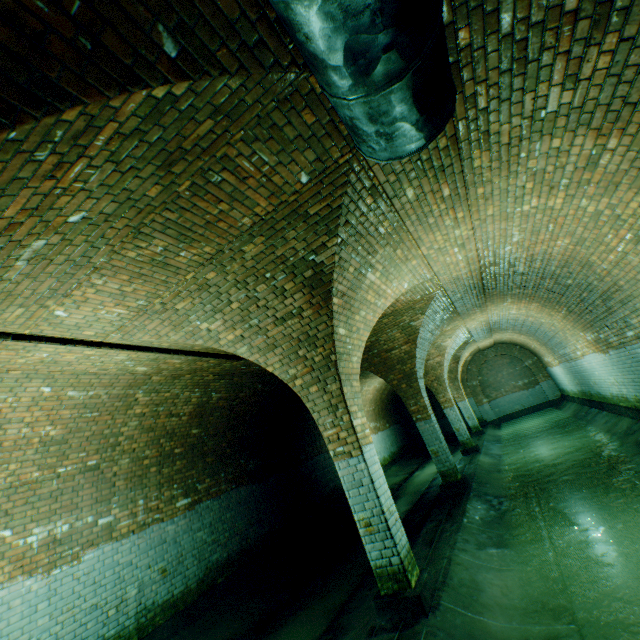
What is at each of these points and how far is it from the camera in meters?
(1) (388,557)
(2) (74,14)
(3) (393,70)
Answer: (1) support arch, 4.0 m
(2) support arch, 1.4 m
(3) pipe, 1.4 m

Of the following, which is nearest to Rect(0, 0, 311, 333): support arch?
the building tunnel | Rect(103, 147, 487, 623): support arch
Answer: the building tunnel

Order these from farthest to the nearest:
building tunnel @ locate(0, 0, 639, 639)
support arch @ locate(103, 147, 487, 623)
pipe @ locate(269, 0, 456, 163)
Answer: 1. support arch @ locate(103, 147, 487, 623)
2. building tunnel @ locate(0, 0, 639, 639)
3. pipe @ locate(269, 0, 456, 163)

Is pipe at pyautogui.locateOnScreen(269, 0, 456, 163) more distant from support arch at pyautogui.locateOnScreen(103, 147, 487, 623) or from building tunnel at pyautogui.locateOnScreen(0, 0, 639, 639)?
support arch at pyautogui.locateOnScreen(103, 147, 487, 623)

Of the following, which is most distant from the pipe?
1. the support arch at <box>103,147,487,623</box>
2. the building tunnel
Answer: the support arch at <box>103,147,487,623</box>

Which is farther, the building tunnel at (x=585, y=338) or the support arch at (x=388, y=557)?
the support arch at (x=388, y=557)

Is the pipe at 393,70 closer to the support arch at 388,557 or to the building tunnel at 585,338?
the building tunnel at 585,338
